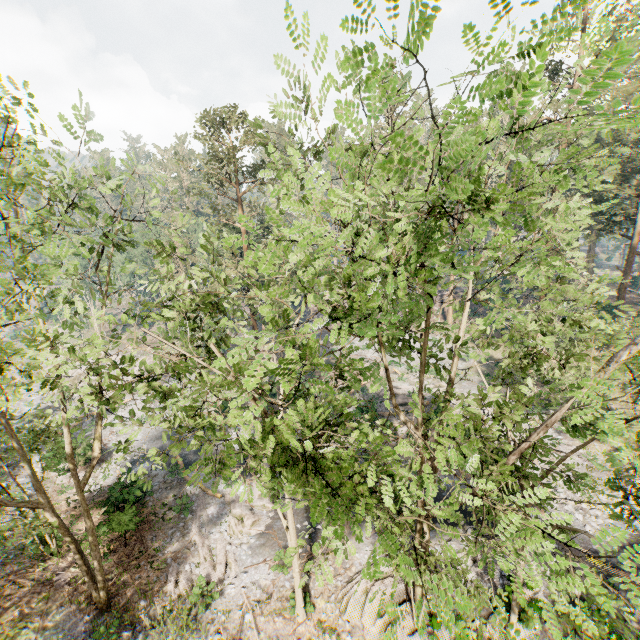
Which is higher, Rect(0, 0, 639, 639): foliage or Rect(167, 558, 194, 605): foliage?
Rect(0, 0, 639, 639): foliage

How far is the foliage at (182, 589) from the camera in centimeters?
1494cm

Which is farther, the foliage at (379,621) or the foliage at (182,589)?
the foliage at (182,589)

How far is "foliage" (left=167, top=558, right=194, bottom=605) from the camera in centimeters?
1494cm

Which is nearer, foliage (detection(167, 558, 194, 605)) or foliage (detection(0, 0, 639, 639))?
foliage (detection(0, 0, 639, 639))

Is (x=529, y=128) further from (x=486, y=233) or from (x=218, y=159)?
(x=218, y=159)
